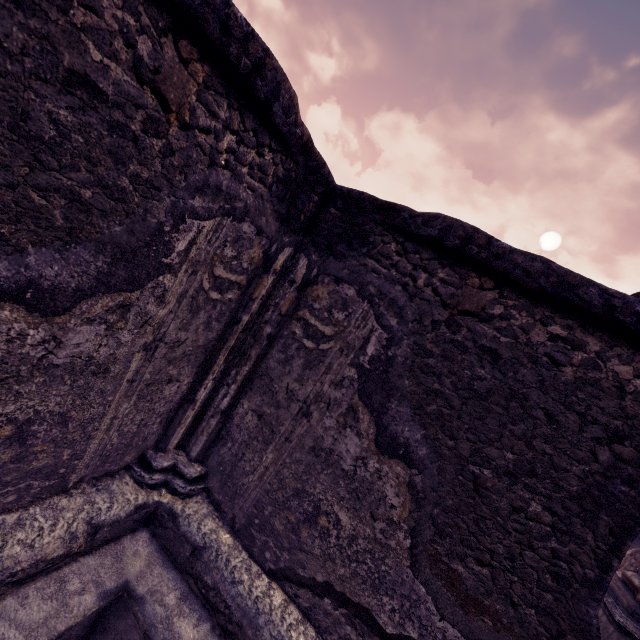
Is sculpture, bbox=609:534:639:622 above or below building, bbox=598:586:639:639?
above

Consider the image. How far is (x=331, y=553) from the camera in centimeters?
169cm

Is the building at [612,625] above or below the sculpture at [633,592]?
below
